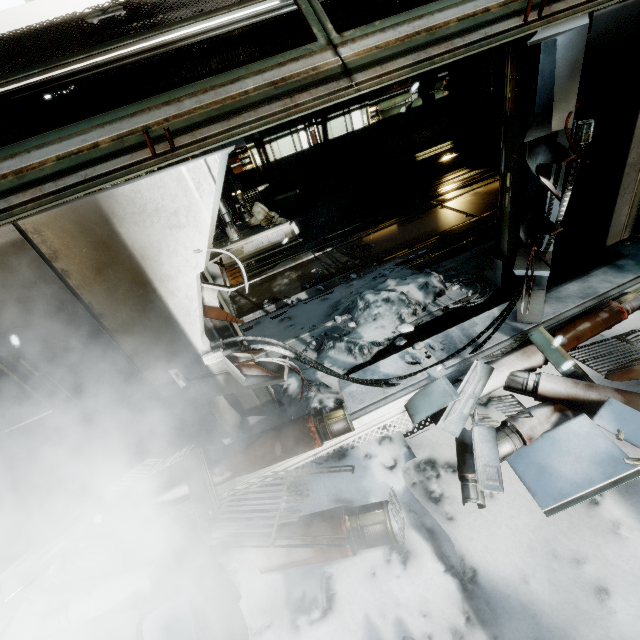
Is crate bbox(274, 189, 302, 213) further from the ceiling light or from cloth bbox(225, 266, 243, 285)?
the ceiling light

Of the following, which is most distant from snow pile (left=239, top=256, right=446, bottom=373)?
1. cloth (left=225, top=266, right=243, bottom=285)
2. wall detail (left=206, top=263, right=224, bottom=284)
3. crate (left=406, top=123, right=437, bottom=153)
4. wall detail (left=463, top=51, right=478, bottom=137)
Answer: wall detail (left=463, top=51, right=478, bottom=137)

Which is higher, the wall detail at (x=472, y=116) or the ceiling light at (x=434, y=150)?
the wall detail at (x=472, y=116)

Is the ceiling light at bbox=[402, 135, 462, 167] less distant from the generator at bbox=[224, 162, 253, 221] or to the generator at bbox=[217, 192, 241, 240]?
the generator at bbox=[224, 162, 253, 221]

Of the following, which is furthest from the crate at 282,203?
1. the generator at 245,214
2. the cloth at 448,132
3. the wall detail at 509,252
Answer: the wall detail at 509,252

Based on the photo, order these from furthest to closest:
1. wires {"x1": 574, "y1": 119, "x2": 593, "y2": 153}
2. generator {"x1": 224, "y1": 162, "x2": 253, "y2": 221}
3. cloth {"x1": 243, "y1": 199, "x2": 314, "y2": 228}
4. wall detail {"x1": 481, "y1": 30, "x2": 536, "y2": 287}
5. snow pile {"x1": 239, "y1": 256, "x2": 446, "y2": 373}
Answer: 1. cloth {"x1": 243, "y1": 199, "x2": 314, "y2": 228}
2. generator {"x1": 224, "y1": 162, "x2": 253, "y2": 221}
3. snow pile {"x1": 239, "y1": 256, "x2": 446, "y2": 373}
4. wall detail {"x1": 481, "y1": 30, "x2": 536, "y2": 287}
5. wires {"x1": 574, "y1": 119, "x2": 593, "y2": 153}

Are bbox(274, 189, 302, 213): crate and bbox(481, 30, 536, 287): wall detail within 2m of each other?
no

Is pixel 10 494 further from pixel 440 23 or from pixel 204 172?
pixel 440 23
